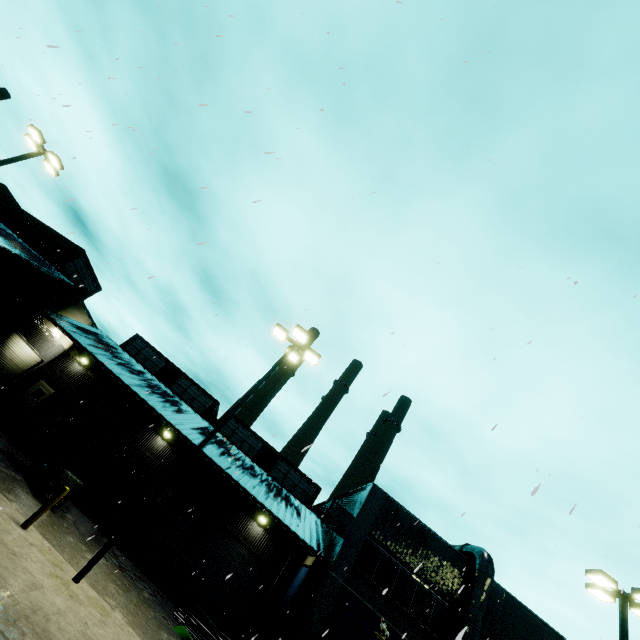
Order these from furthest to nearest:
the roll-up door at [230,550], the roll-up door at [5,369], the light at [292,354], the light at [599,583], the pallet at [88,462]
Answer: the roll-up door at [5,369], the roll-up door at [230,550], the pallet at [88,462], the light at [599,583], the light at [292,354]

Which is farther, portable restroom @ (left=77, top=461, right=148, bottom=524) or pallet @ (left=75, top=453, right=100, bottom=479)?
pallet @ (left=75, top=453, right=100, bottom=479)

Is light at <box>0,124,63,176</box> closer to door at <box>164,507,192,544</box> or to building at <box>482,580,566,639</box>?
building at <box>482,580,566,639</box>

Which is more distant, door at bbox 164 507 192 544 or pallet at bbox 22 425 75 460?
door at bbox 164 507 192 544

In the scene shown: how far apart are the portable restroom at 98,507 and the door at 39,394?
10.31m

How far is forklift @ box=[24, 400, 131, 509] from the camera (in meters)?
12.57

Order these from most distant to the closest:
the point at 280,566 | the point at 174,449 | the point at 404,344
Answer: the point at 174,449 → the point at 280,566 → the point at 404,344

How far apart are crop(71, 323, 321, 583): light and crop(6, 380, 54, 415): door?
20.6m
